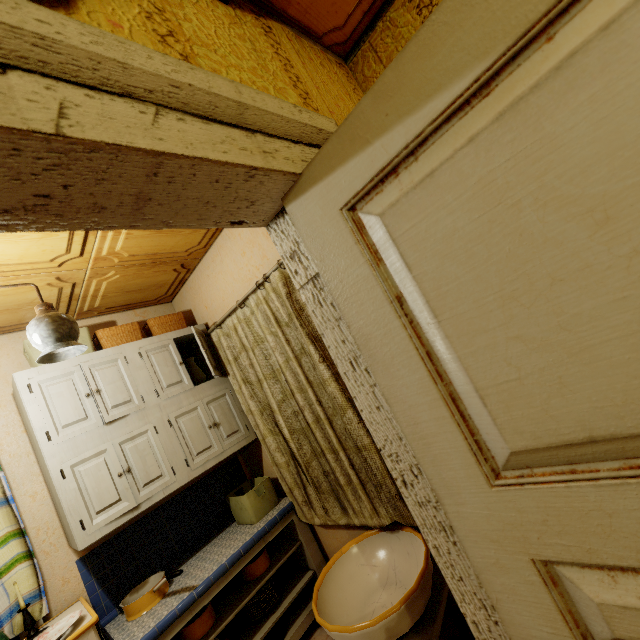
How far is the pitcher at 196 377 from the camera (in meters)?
2.76

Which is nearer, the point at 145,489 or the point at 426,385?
the point at 426,385

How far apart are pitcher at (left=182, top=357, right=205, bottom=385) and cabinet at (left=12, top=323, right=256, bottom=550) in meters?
0.1

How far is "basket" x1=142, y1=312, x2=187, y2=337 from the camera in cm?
272

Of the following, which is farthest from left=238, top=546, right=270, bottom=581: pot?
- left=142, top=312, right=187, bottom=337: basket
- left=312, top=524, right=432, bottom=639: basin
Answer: left=142, top=312, right=187, bottom=337: basket

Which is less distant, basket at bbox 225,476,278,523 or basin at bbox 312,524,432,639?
basin at bbox 312,524,432,639

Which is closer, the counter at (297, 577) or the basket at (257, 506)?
the counter at (297, 577)

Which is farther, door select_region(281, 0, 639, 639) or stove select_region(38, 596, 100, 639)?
stove select_region(38, 596, 100, 639)
